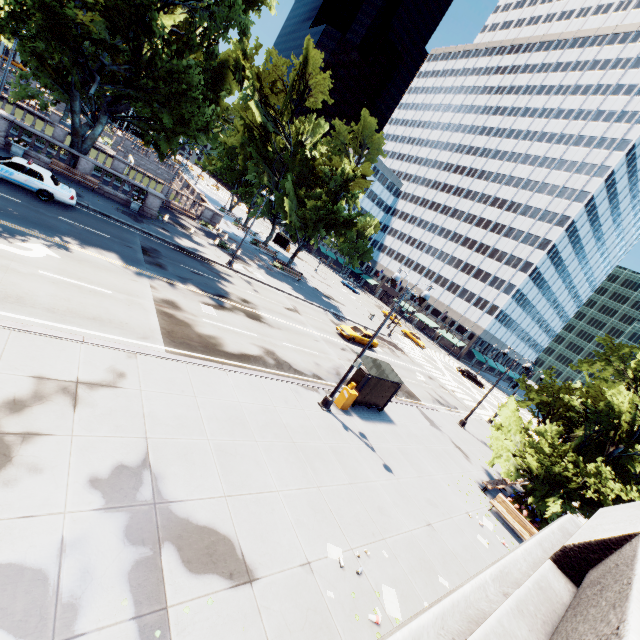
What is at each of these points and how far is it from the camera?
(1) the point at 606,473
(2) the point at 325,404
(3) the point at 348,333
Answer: (1) tree, 14.67m
(2) light, 15.38m
(3) vehicle, 29.91m

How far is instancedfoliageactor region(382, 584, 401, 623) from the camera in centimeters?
802cm

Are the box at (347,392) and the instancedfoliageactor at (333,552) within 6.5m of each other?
no

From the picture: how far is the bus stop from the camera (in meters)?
16.97

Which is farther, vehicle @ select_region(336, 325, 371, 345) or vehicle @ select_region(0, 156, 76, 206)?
vehicle @ select_region(336, 325, 371, 345)

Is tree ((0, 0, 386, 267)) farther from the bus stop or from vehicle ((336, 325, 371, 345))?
vehicle ((336, 325, 371, 345))

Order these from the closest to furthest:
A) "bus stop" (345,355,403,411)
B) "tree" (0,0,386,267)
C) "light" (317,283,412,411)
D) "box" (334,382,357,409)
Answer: "light" (317,283,412,411) → "box" (334,382,357,409) → "bus stop" (345,355,403,411) → "tree" (0,0,386,267)

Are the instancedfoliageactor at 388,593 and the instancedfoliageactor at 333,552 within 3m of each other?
yes
